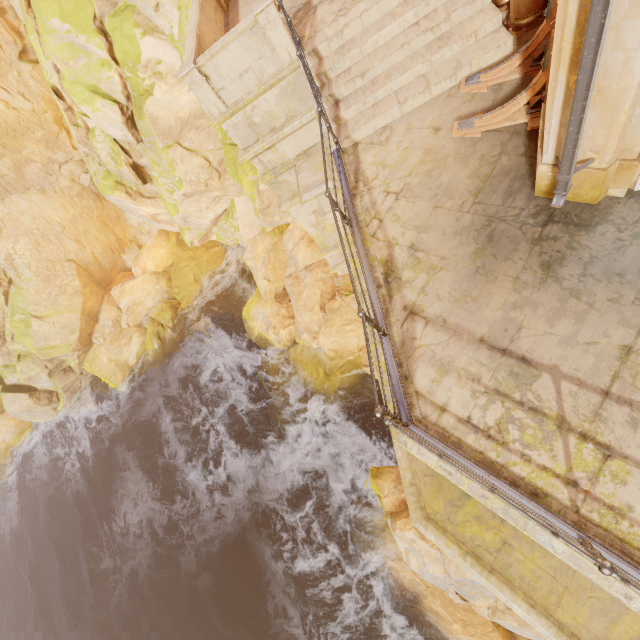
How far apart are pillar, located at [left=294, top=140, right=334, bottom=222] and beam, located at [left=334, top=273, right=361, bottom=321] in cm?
310

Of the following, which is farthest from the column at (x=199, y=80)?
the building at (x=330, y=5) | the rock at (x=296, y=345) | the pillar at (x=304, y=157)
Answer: the rock at (x=296, y=345)

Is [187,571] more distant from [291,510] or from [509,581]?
[509,581]

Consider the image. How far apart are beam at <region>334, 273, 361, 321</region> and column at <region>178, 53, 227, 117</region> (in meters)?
5.27

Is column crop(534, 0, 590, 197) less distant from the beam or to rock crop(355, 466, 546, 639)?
the beam

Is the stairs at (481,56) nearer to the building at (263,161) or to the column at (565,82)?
the building at (263,161)

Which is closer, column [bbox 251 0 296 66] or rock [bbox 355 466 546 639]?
column [bbox 251 0 296 66]

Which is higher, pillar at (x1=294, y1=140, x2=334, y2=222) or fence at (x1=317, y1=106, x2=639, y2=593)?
fence at (x1=317, y1=106, x2=639, y2=593)
